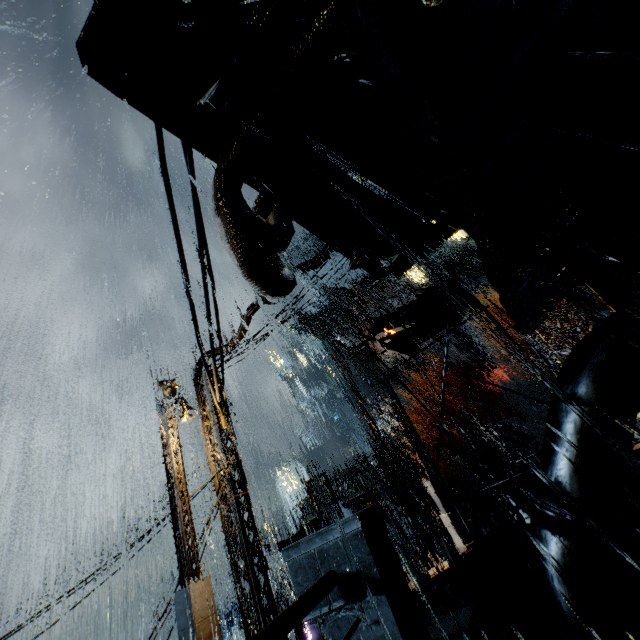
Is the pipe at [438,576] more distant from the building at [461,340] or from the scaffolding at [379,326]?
the scaffolding at [379,326]

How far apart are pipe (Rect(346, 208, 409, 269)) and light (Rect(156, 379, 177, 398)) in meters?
8.8 m

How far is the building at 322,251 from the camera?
9.0 meters

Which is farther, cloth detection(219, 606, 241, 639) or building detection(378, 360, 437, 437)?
building detection(378, 360, 437, 437)

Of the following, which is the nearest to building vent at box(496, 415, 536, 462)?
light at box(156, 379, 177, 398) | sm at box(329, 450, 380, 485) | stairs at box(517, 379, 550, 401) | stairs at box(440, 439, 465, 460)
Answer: stairs at box(517, 379, 550, 401)

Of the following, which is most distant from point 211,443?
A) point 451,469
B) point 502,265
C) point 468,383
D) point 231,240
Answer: point 468,383

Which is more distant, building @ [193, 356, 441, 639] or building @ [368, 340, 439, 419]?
building @ [368, 340, 439, 419]

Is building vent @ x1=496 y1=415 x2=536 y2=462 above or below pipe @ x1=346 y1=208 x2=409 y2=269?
below
